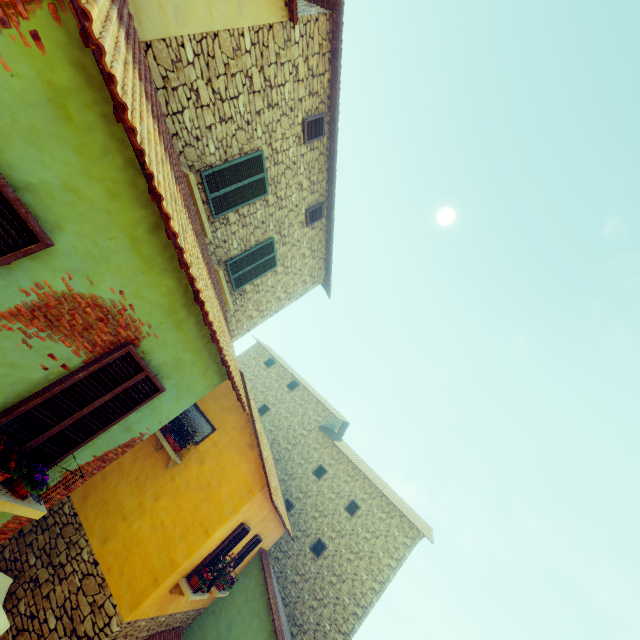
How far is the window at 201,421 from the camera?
8.9m

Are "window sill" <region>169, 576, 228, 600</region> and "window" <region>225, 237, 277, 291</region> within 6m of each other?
no

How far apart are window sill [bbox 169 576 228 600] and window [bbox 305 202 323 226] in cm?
975

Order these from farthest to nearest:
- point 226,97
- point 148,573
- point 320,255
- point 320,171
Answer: point 320,255 < point 320,171 < point 148,573 < point 226,97

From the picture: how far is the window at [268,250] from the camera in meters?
9.0 m

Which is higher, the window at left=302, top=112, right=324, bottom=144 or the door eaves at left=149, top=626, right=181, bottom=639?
the window at left=302, top=112, right=324, bottom=144

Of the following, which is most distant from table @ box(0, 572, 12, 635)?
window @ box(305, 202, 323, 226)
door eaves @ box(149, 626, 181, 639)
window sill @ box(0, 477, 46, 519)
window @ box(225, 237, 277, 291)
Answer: window @ box(305, 202, 323, 226)

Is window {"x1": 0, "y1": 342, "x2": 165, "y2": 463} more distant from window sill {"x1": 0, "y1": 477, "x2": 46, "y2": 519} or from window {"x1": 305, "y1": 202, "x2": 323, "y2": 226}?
window {"x1": 305, "y1": 202, "x2": 323, "y2": 226}
